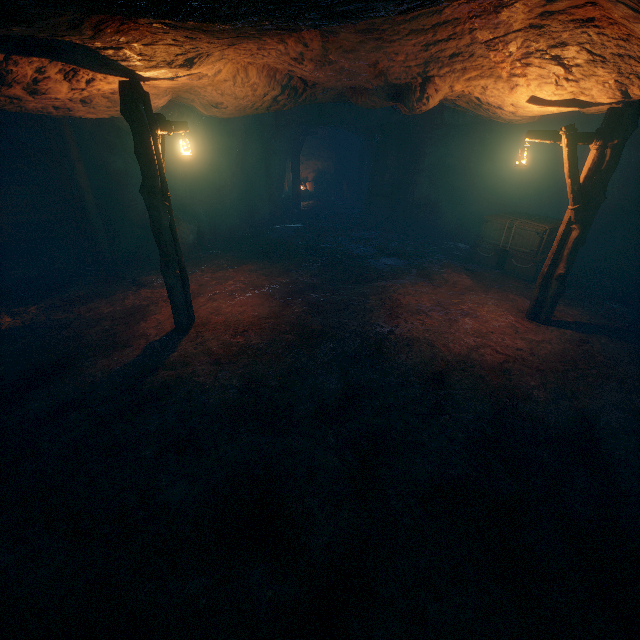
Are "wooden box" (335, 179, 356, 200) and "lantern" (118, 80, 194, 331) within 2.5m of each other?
no

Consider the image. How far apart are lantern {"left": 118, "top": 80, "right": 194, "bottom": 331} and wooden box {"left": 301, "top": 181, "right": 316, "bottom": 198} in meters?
17.2 m

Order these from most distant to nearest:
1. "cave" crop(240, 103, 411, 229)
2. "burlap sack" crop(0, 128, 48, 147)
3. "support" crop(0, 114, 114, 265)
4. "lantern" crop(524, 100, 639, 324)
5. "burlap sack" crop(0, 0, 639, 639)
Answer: "cave" crop(240, 103, 411, 229), "burlap sack" crop(0, 128, 48, 147), "support" crop(0, 114, 114, 265), "lantern" crop(524, 100, 639, 324), "burlap sack" crop(0, 0, 639, 639)

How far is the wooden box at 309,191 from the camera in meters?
23.5

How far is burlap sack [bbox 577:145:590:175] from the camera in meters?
11.4 m

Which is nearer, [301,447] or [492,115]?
[301,447]

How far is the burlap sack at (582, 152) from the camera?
11.4m

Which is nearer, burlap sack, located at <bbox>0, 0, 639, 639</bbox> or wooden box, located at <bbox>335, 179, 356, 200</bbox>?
burlap sack, located at <bbox>0, 0, 639, 639</bbox>
